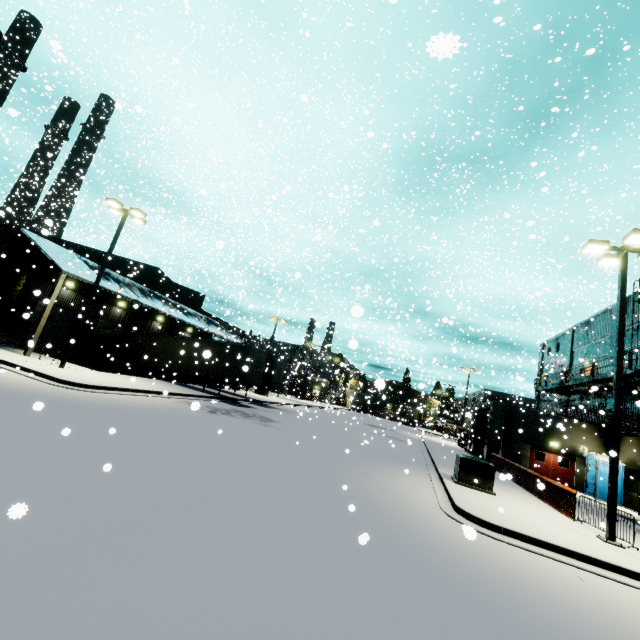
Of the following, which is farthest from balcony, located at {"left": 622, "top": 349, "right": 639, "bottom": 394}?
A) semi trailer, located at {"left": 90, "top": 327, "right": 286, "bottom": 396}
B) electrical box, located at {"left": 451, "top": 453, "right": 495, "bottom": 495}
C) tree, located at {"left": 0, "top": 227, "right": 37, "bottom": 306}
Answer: tree, located at {"left": 0, "top": 227, "right": 37, "bottom": 306}

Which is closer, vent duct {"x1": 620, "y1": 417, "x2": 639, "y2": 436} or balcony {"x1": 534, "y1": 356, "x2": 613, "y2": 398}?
vent duct {"x1": 620, "y1": 417, "x2": 639, "y2": 436}

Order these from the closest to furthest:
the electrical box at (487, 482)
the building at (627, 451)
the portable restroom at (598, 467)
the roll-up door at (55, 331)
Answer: the electrical box at (487, 482)
the building at (627, 451)
the portable restroom at (598, 467)
the roll-up door at (55, 331)

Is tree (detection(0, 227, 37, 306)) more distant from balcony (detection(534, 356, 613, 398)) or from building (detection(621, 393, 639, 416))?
balcony (detection(534, 356, 613, 398))

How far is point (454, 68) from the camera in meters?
30.1

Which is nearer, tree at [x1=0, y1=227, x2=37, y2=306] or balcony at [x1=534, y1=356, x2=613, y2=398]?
balcony at [x1=534, y1=356, x2=613, y2=398]

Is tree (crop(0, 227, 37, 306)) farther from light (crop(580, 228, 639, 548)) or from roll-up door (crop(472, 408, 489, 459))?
roll-up door (crop(472, 408, 489, 459))

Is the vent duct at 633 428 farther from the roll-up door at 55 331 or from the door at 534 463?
the roll-up door at 55 331
